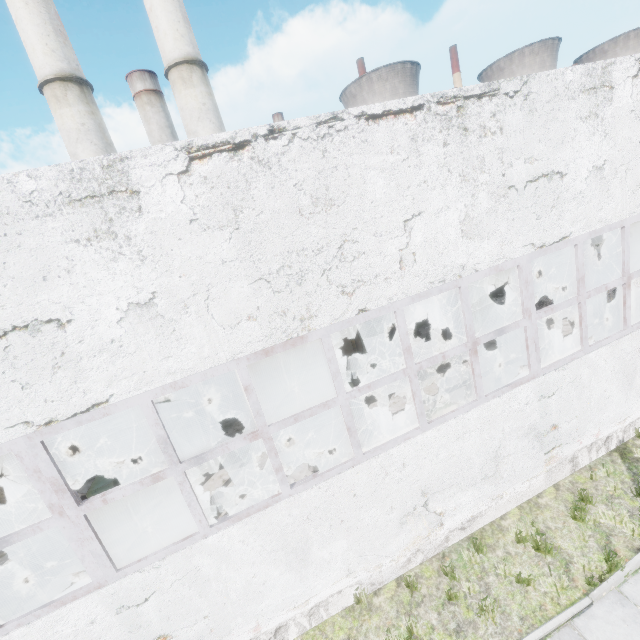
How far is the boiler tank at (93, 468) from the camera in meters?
9.8 m

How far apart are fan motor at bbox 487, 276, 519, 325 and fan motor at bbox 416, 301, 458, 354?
2.4 meters

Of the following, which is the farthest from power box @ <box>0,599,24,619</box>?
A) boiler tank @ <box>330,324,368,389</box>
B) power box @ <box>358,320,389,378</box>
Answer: power box @ <box>358,320,389,378</box>

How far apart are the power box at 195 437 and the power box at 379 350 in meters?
7.2

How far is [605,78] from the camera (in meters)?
5.57

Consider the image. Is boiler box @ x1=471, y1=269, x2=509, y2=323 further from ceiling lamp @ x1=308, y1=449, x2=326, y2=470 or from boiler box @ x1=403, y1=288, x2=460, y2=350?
ceiling lamp @ x1=308, y1=449, x2=326, y2=470

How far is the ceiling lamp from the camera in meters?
9.3

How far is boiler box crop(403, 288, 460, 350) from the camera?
Result: 14.7 meters
